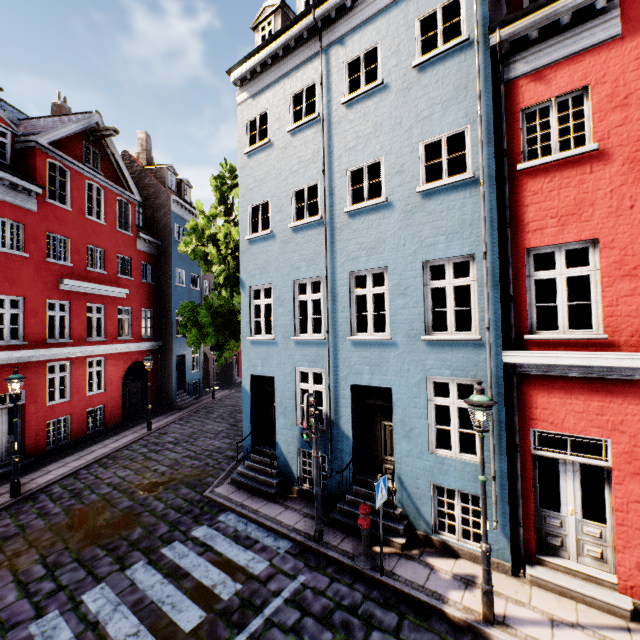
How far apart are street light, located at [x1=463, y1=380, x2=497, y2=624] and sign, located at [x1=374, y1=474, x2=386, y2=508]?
1.8m

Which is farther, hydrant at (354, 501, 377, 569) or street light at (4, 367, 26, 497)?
street light at (4, 367, 26, 497)

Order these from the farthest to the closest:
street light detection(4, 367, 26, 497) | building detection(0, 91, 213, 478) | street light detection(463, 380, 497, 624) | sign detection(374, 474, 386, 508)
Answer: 1. building detection(0, 91, 213, 478)
2. street light detection(4, 367, 26, 497)
3. sign detection(374, 474, 386, 508)
4. street light detection(463, 380, 497, 624)

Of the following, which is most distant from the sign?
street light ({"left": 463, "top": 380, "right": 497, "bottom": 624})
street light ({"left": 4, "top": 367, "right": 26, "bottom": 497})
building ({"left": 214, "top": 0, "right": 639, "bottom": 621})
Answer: street light ({"left": 4, "top": 367, "right": 26, "bottom": 497})

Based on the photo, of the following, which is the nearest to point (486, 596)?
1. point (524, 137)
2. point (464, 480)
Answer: point (464, 480)

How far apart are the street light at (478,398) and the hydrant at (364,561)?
2.0 meters

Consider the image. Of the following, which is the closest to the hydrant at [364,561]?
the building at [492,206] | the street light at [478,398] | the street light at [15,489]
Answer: the building at [492,206]

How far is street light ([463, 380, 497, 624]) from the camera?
5.3 meters
